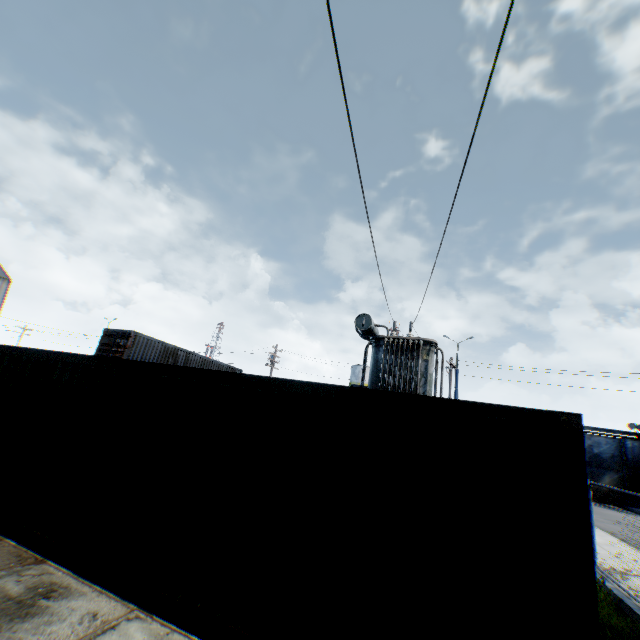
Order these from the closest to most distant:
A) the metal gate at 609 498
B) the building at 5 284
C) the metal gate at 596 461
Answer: the metal gate at 609 498 → the metal gate at 596 461 → the building at 5 284

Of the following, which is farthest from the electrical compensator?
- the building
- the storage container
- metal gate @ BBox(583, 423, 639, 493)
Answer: the building

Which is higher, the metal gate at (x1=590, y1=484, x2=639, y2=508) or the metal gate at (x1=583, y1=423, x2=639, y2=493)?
the metal gate at (x1=583, y1=423, x2=639, y2=493)

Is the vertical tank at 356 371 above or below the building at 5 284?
above

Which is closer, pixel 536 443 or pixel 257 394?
pixel 536 443

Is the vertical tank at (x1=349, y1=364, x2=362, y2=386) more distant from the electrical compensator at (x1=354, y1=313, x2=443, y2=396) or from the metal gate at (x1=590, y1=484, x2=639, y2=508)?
the electrical compensator at (x1=354, y1=313, x2=443, y2=396)

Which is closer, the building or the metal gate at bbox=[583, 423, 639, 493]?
the metal gate at bbox=[583, 423, 639, 493]

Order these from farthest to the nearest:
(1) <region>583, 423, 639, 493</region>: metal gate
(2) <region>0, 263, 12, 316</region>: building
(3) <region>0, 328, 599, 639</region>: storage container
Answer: (2) <region>0, 263, 12, 316</region>: building, (1) <region>583, 423, 639, 493</region>: metal gate, (3) <region>0, 328, 599, 639</region>: storage container
